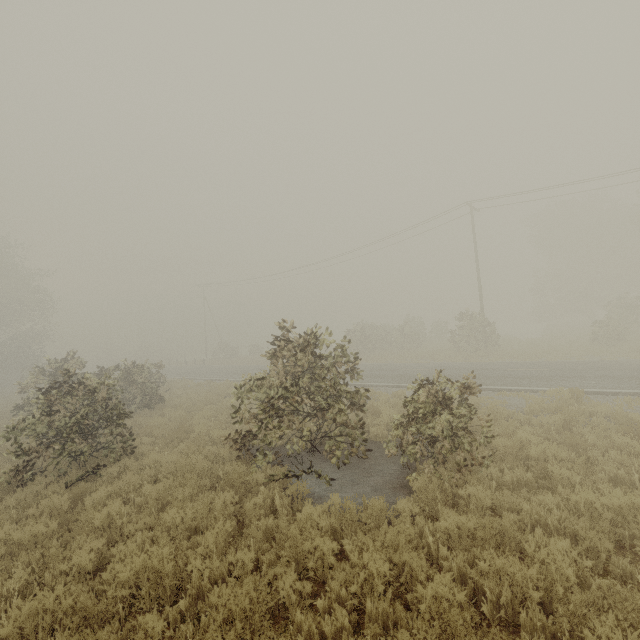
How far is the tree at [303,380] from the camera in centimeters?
741cm

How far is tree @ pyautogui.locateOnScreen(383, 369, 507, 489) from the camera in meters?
6.4

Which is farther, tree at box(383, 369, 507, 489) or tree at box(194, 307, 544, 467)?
tree at box(194, 307, 544, 467)

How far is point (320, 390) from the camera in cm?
905
